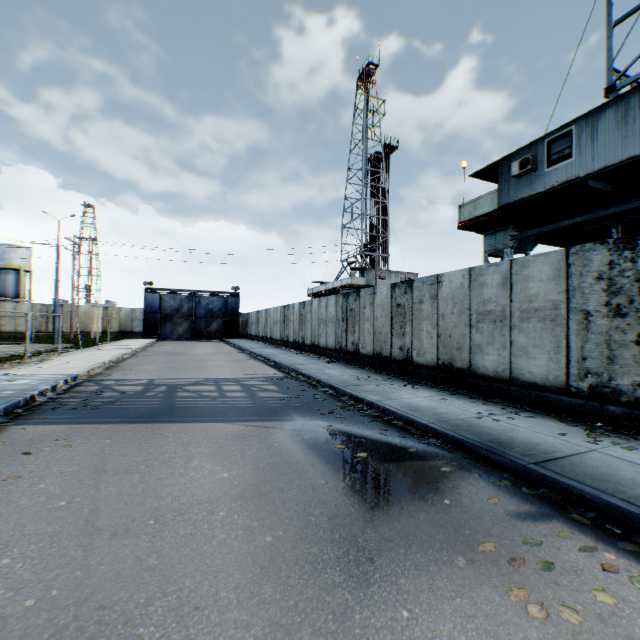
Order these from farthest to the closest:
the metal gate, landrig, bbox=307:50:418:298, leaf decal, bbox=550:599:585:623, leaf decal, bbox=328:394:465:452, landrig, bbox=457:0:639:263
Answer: the metal gate
landrig, bbox=307:50:418:298
landrig, bbox=457:0:639:263
leaf decal, bbox=328:394:465:452
leaf decal, bbox=550:599:585:623

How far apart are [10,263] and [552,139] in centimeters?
6109cm

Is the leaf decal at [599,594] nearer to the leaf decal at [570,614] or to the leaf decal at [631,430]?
the leaf decal at [570,614]

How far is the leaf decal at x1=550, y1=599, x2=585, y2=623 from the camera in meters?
2.2

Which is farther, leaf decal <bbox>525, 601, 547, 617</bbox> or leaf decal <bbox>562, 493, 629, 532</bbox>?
leaf decal <bbox>562, 493, 629, 532</bbox>

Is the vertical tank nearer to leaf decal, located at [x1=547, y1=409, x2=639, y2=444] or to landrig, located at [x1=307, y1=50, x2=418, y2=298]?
landrig, located at [x1=307, y1=50, x2=418, y2=298]

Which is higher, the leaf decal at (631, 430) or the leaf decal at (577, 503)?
the leaf decal at (631, 430)

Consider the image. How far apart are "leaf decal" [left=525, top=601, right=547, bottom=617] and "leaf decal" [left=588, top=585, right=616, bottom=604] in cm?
29
